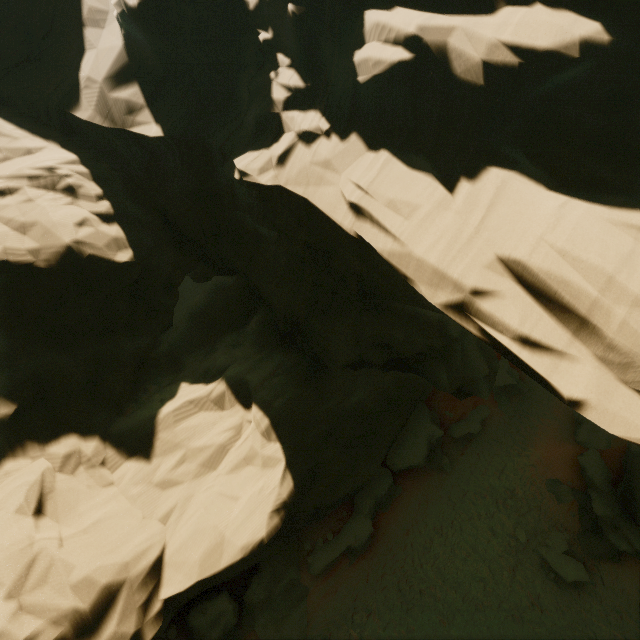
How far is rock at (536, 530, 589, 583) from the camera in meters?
14.2

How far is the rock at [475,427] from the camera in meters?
19.8

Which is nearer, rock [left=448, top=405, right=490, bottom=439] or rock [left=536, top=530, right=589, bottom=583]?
rock [left=536, top=530, right=589, bottom=583]

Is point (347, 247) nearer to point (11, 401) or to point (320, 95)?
point (320, 95)

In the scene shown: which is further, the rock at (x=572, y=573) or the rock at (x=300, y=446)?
the rock at (x=572, y=573)

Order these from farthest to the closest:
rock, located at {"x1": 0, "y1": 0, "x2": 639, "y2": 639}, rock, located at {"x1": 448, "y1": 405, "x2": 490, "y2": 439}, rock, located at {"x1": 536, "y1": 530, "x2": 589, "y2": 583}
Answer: rock, located at {"x1": 448, "y1": 405, "x2": 490, "y2": 439} < rock, located at {"x1": 536, "y1": 530, "x2": 589, "y2": 583} < rock, located at {"x1": 0, "y1": 0, "x2": 639, "y2": 639}
